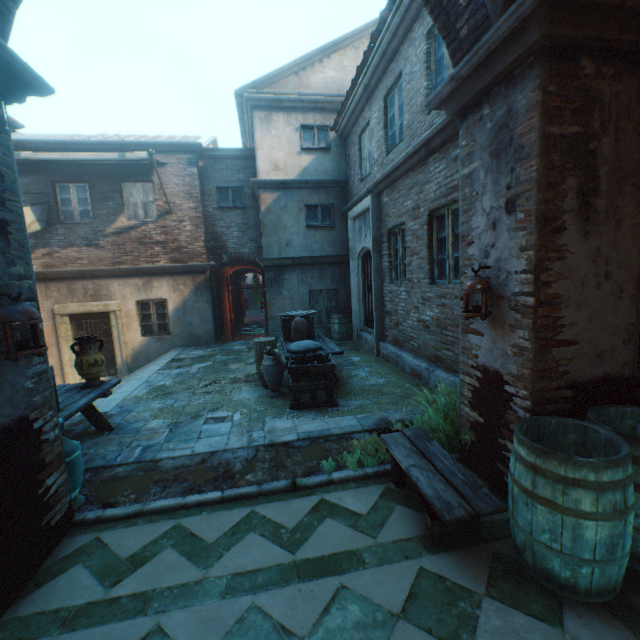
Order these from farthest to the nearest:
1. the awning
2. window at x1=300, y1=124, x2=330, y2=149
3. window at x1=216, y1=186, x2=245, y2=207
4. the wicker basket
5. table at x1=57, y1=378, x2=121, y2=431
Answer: window at x1=216, y1=186, x2=245, y2=207, window at x1=300, y1=124, x2=330, y2=149, the awning, the wicker basket, table at x1=57, y1=378, x2=121, y2=431

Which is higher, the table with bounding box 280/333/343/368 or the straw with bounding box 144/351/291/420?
the table with bounding box 280/333/343/368

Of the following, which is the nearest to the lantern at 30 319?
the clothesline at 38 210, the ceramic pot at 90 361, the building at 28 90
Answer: the building at 28 90

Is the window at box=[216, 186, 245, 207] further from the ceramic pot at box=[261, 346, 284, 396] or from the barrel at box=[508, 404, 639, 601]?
the barrel at box=[508, 404, 639, 601]

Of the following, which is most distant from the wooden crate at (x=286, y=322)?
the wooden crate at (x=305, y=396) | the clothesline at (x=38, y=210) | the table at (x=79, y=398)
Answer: the clothesline at (x=38, y=210)

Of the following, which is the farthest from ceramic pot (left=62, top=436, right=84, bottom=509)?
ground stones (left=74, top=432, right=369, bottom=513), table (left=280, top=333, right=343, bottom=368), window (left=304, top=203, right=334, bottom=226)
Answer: window (left=304, top=203, right=334, bottom=226)

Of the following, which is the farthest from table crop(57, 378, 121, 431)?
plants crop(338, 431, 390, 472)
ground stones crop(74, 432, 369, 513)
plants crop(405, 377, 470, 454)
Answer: plants crop(405, 377, 470, 454)

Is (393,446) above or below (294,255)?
below
